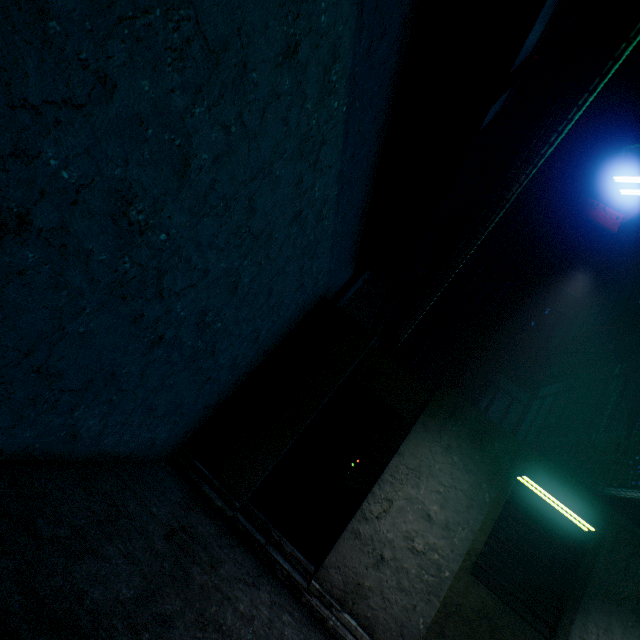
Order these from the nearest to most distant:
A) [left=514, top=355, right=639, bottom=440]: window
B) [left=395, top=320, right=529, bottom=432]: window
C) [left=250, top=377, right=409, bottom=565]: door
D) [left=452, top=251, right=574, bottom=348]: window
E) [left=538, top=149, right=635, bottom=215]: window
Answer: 1. [left=250, top=377, right=409, bottom=565]: door
2. [left=514, top=355, right=639, bottom=440]: window
3. [left=395, top=320, right=529, bottom=432]: window
4. [left=452, top=251, right=574, bottom=348]: window
5. [left=538, top=149, right=635, bottom=215]: window

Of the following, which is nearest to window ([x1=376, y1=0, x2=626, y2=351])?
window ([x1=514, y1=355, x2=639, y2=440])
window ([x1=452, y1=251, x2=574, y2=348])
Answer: window ([x1=452, y1=251, x2=574, y2=348])

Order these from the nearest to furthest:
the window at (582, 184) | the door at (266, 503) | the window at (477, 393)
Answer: the door at (266, 503), the window at (477, 393), the window at (582, 184)

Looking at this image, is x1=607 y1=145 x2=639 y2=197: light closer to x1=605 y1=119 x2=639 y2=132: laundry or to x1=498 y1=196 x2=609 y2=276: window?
x1=605 y1=119 x2=639 y2=132: laundry

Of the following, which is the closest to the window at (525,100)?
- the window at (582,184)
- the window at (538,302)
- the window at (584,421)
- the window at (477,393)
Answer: the window at (477,393)

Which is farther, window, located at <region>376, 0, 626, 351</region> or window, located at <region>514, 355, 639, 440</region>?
window, located at <region>514, 355, 639, 440</region>

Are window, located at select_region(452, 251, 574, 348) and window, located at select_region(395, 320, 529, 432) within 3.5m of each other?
yes

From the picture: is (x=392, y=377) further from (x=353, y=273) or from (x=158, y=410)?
(x=158, y=410)
